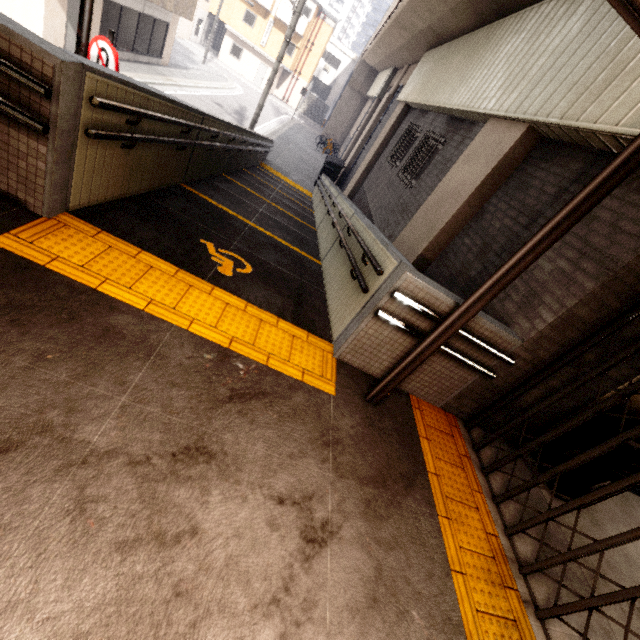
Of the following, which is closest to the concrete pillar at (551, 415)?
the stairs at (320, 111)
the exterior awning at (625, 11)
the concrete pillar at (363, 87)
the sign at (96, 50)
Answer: the exterior awning at (625, 11)

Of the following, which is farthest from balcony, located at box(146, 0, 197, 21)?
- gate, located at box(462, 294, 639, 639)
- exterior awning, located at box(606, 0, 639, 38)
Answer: gate, located at box(462, 294, 639, 639)

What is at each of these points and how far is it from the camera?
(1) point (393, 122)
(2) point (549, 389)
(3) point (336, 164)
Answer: (1) concrete pillar, 12.6m
(2) concrete pillar, 3.6m
(3) dumpster, 17.7m

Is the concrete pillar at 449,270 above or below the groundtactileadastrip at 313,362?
above

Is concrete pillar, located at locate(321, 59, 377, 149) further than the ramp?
Yes

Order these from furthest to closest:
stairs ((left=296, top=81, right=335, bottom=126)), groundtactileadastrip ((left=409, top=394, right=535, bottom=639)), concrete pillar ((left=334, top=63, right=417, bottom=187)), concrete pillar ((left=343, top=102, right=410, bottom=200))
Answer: stairs ((left=296, top=81, right=335, bottom=126)) → concrete pillar ((left=334, top=63, right=417, bottom=187)) → concrete pillar ((left=343, top=102, right=410, bottom=200)) → groundtactileadastrip ((left=409, top=394, right=535, bottom=639))

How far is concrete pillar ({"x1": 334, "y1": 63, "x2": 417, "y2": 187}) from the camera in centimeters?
1656cm

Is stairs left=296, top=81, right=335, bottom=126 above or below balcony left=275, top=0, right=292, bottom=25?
below
